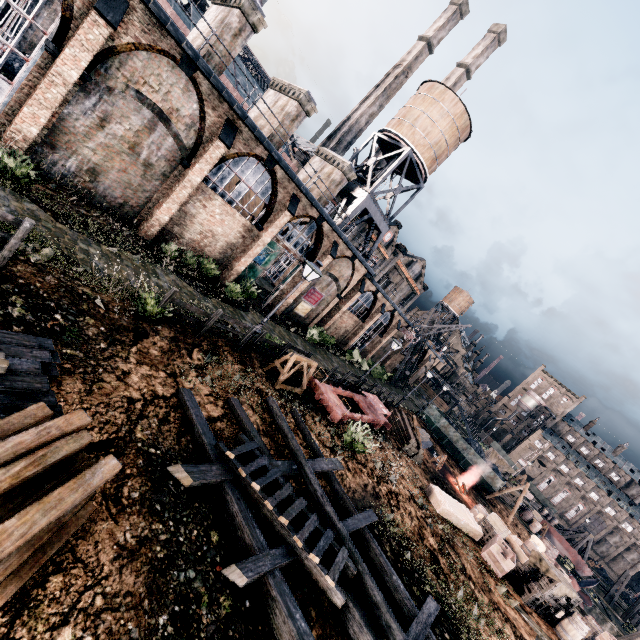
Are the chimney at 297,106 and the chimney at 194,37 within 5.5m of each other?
Answer: yes

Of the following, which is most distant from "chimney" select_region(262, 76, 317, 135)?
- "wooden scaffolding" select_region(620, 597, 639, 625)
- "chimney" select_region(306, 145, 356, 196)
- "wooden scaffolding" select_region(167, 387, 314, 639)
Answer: "wooden scaffolding" select_region(620, 597, 639, 625)

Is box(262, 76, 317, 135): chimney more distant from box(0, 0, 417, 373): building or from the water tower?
the water tower

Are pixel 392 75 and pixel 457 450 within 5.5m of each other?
no

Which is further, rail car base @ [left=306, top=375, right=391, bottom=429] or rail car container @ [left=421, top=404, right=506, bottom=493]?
rail car container @ [left=421, top=404, right=506, bottom=493]

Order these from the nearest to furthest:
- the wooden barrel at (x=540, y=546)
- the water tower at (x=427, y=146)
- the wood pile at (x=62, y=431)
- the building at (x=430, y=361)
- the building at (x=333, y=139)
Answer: the wood pile at (x=62, y=431) < the wooden barrel at (x=540, y=546) < the water tower at (x=427, y=146) < the building at (x=333, y=139) < the building at (x=430, y=361)

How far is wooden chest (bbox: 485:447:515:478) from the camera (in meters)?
45.97

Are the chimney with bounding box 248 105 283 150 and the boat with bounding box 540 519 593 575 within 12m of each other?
no
